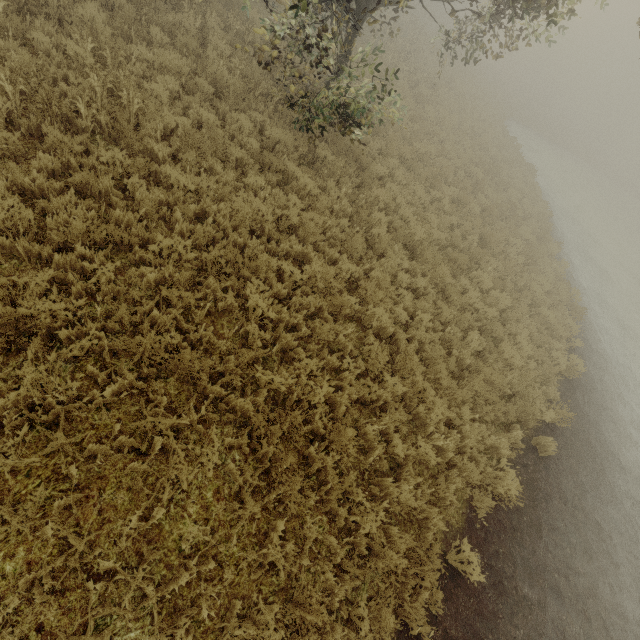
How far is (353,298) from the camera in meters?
6.4 m
